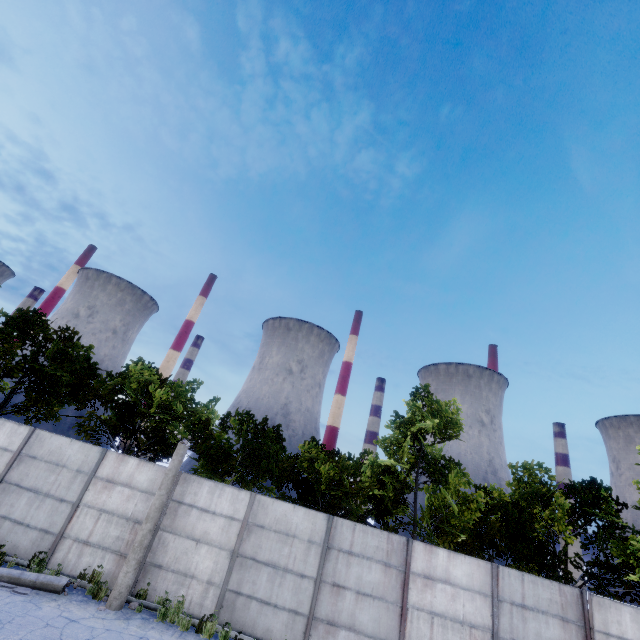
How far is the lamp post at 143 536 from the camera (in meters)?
9.31

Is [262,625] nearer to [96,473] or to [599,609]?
[96,473]

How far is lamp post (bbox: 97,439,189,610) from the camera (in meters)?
9.31
